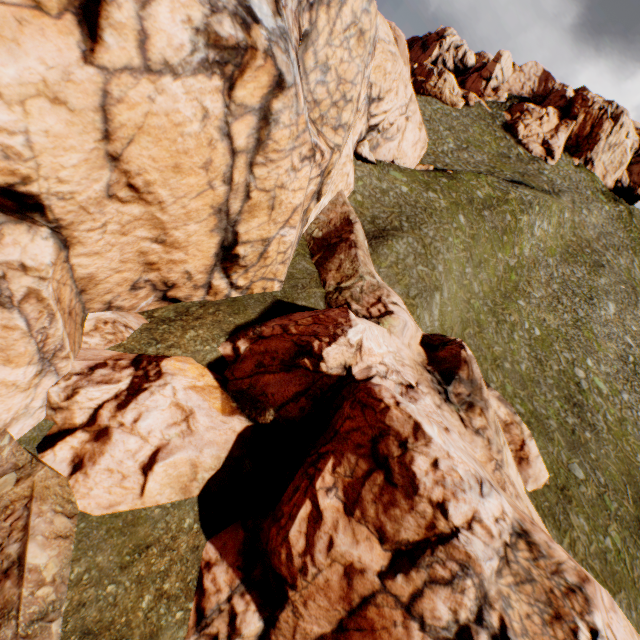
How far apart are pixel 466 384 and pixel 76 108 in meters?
21.7

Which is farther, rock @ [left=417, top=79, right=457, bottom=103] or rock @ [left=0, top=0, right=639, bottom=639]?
rock @ [left=417, top=79, right=457, bottom=103]

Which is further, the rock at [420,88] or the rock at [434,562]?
→ the rock at [420,88]

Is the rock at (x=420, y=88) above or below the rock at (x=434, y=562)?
above

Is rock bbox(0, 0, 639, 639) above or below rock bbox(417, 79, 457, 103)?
below

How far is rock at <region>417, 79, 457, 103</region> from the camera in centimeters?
5903cm
